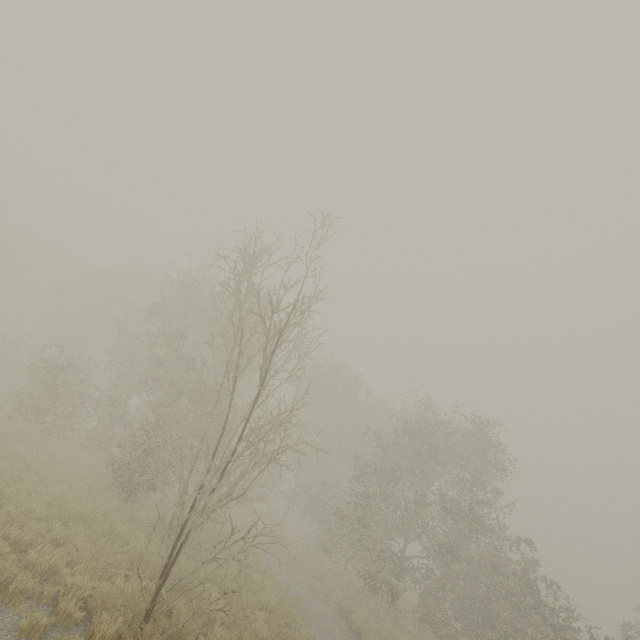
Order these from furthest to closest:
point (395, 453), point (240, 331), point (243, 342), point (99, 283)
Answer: point (99, 283), point (243, 342), point (395, 453), point (240, 331)
